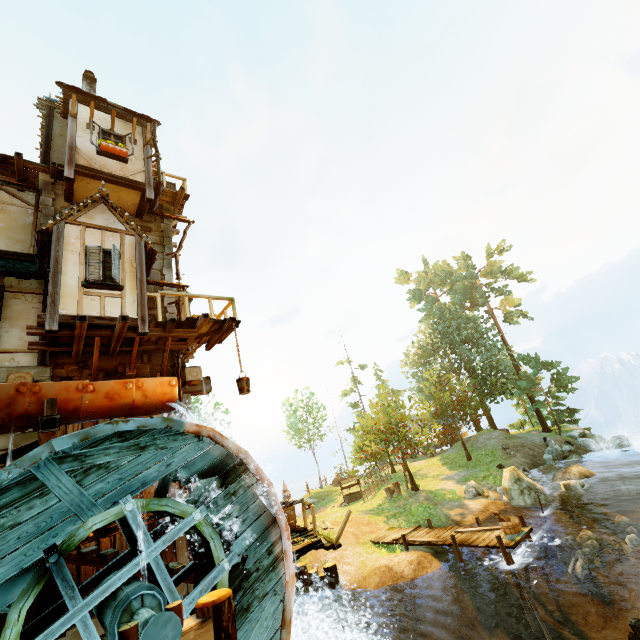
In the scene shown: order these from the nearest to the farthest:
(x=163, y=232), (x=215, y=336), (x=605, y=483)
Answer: (x=215, y=336)
(x=163, y=232)
(x=605, y=483)

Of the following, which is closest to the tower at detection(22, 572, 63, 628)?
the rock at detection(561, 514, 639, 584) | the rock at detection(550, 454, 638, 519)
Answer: the rock at detection(561, 514, 639, 584)

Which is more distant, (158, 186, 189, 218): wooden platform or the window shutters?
(158, 186, 189, 218): wooden platform

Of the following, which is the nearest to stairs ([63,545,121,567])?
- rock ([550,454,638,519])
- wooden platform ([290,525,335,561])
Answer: wooden platform ([290,525,335,561])

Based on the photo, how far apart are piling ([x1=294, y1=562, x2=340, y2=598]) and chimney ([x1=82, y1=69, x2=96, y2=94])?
20.2 meters

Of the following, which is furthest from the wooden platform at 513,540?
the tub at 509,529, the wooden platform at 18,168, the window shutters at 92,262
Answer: the wooden platform at 18,168

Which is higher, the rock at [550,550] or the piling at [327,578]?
the piling at [327,578]

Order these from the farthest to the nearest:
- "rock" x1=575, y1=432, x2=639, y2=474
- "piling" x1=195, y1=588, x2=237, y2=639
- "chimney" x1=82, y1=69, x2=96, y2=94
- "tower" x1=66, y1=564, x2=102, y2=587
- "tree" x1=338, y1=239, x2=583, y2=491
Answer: "tree" x1=338, y1=239, x2=583, y2=491 → "rock" x1=575, y1=432, x2=639, y2=474 → "chimney" x1=82, y1=69, x2=96, y2=94 → "tower" x1=66, y1=564, x2=102, y2=587 → "piling" x1=195, y1=588, x2=237, y2=639
